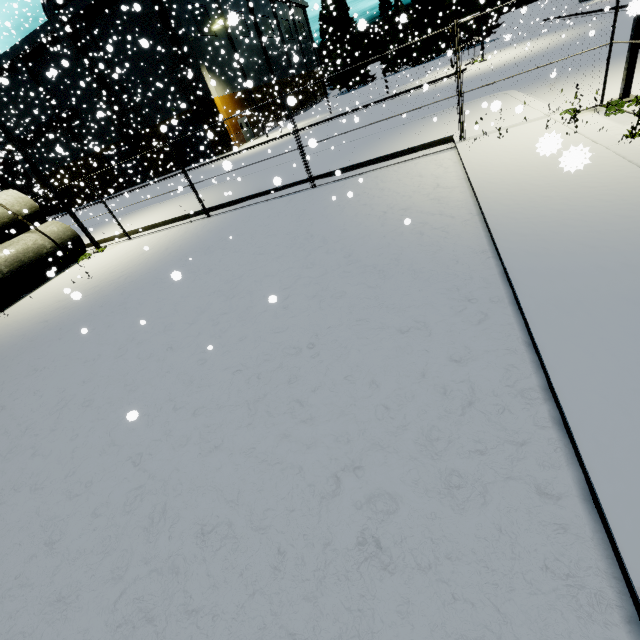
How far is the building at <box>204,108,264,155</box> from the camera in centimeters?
3283cm

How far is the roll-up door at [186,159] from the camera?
36.1m

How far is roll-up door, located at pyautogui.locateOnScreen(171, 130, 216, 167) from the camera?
36.1 meters

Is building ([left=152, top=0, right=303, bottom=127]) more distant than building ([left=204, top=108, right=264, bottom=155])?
No

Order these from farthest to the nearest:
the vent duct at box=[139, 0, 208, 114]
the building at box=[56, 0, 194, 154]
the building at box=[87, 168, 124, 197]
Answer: the building at box=[87, 168, 124, 197]
the building at box=[56, 0, 194, 154]
the vent duct at box=[139, 0, 208, 114]

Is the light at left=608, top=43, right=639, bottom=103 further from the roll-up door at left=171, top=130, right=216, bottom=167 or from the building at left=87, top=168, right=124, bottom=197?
the roll-up door at left=171, top=130, right=216, bottom=167

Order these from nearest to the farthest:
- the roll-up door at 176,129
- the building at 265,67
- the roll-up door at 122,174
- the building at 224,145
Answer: the roll-up door at 176,129 < the building at 265,67 < the building at 224,145 < the roll-up door at 122,174

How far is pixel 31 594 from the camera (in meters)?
3.20
